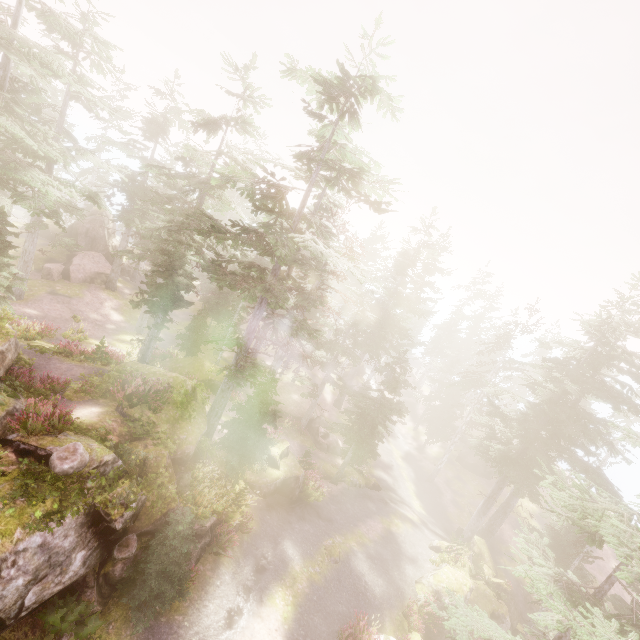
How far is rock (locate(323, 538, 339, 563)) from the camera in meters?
17.6

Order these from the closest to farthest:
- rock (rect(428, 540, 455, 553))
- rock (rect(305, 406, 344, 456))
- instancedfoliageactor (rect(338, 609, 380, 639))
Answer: instancedfoliageactor (rect(338, 609, 380, 639)) → rock (rect(428, 540, 455, 553)) → rock (rect(305, 406, 344, 456))

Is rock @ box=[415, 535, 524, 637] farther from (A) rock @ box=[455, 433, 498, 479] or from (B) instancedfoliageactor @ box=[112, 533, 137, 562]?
(A) rock @ box=[455, 433, 498, 479]

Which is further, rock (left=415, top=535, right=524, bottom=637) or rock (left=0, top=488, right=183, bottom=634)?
rock (left=415, top=535, right=524, bottom=637)

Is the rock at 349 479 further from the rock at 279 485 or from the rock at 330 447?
the rock at 330 447

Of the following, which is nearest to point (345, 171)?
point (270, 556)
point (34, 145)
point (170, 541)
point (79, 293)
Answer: point (34, 145)

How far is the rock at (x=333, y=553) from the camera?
17.6m
